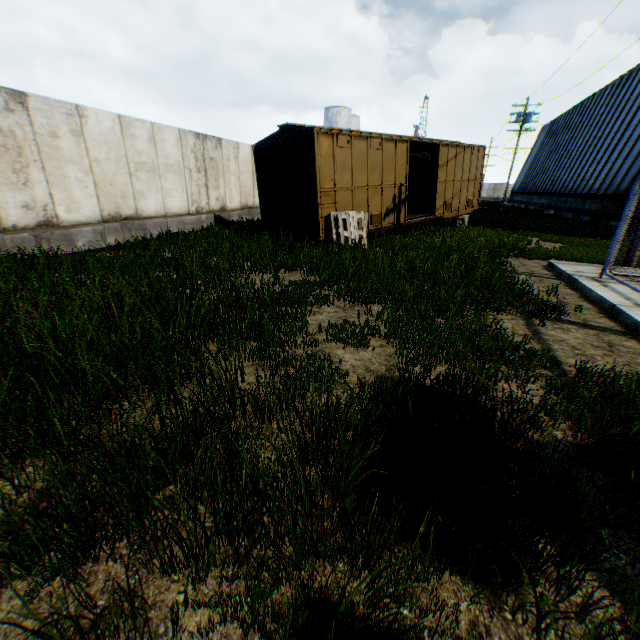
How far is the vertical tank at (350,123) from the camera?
46.69m

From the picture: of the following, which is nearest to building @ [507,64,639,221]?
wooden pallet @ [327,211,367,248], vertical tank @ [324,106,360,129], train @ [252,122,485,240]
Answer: train @ [252,122,485,240]

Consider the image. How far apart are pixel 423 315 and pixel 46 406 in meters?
4.9

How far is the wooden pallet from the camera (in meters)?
10.38

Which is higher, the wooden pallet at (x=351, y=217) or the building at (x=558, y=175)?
the building at (x=558, y=175)

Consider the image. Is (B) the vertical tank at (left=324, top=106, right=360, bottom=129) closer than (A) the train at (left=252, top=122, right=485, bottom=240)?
No

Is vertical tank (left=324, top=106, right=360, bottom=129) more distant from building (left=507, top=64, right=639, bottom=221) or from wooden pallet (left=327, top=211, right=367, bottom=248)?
wooden pallet (left=327, top=211, right=367, bottom=248)

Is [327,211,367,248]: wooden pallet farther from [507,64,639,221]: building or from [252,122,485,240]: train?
[507,64,639,221]: building
